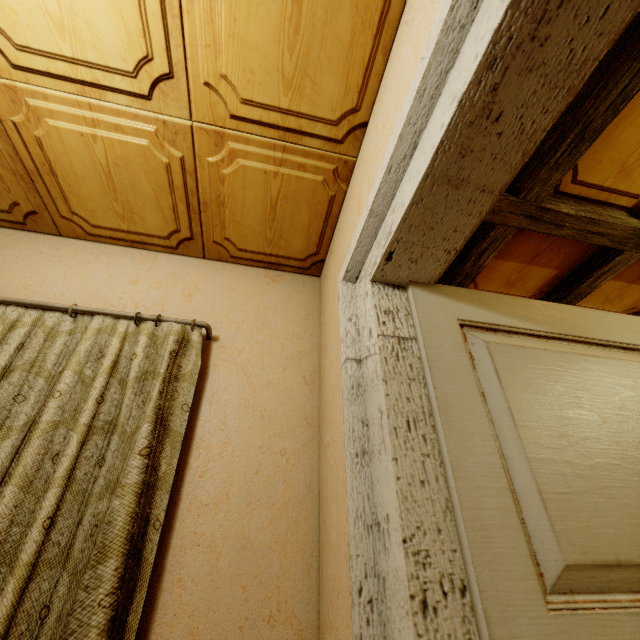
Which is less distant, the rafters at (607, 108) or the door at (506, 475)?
the door at (506, 475)

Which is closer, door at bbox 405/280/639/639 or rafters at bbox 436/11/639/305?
door at bbox 405/280/639/639

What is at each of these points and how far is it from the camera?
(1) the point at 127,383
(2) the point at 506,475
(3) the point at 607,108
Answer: (1) curtain, 1.4 meters
(2) door, 0.8 meters
(3) rafters, 1.3 meters

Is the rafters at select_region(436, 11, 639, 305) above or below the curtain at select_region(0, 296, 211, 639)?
above

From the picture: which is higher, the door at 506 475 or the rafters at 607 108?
the rafters at 607 108

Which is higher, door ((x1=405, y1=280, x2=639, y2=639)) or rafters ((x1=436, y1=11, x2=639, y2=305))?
rafters ((x1=436, y1=11, x2=639, y2=305))
